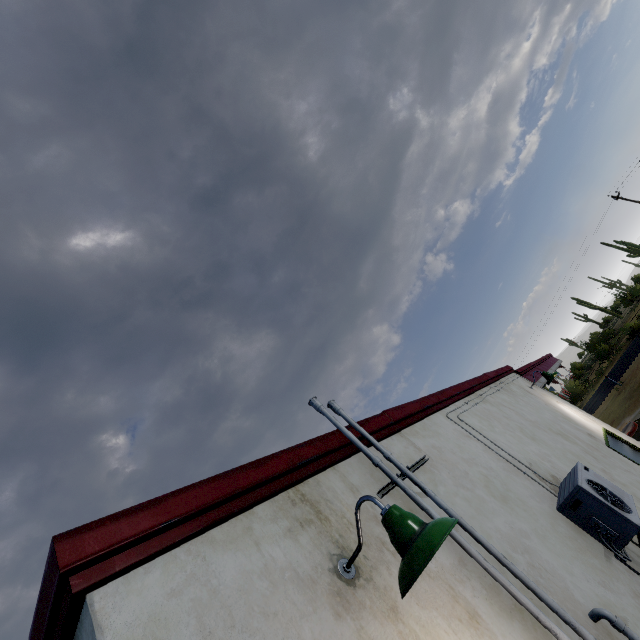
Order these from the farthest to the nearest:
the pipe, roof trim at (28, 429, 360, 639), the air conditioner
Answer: the air conditioner
the pipe
roof trim at (28, 429, 360, 639)

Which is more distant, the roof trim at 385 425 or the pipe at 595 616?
the roof trim at 385 425

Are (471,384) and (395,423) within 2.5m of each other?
no

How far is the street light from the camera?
1.45m

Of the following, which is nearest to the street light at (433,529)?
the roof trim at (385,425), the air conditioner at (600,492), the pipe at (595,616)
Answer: the roof trim at (385,425)

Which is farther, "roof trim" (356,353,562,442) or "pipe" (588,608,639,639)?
"roof trim" (356,353,562,442)

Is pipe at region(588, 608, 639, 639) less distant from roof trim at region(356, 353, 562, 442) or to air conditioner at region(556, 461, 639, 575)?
air conditioner at region(556, 461, 639, 575)

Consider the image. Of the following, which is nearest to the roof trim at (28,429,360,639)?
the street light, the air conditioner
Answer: the street light
